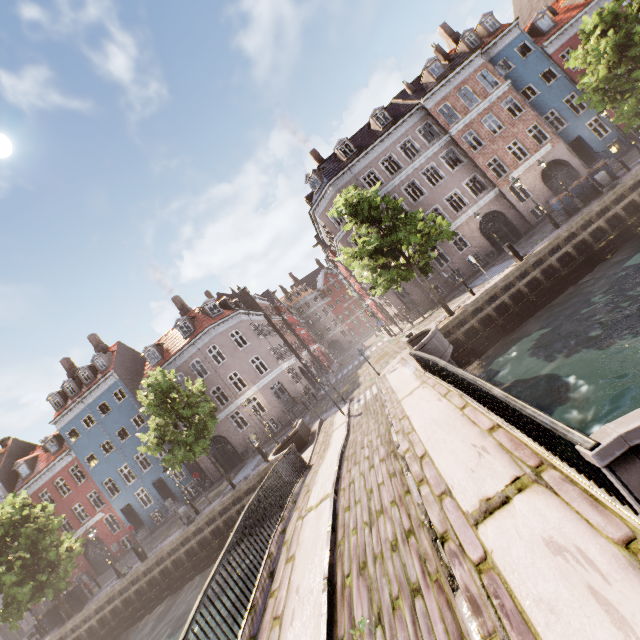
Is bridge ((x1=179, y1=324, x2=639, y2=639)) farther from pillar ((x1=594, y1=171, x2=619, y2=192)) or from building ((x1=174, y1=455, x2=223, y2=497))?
pillar ((x1=594, y1=171, x2=619, y2=192))

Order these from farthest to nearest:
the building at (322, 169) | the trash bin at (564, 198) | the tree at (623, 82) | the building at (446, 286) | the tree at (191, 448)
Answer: the building at (446, 286) → the building at (322, 169) → the trash bin at (564, 198) → the tree at (191, 448) → the tree at (623, 82)

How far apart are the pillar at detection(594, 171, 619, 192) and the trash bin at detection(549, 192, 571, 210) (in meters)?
1.34

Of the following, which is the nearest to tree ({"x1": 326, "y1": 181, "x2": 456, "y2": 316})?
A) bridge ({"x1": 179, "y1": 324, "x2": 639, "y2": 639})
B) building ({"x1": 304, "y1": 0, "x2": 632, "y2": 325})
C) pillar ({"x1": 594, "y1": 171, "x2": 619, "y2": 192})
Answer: bridge ({"x1": 179, "y1": 324, "x2": 639, "y2": 639})

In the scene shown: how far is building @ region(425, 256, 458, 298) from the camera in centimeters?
2666cm

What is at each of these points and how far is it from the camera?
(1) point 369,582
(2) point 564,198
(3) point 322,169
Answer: (1) bridge, 4.8 meters
(2) trash bin, 18.9 meters
(3) building, 29.8 meters

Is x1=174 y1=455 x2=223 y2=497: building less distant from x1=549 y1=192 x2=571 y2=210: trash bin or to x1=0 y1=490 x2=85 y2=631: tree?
x1=0 y1=490 x2=85 y2=631: tree

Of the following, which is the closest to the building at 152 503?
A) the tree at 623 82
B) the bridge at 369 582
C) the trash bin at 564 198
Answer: the tree at 623 82
